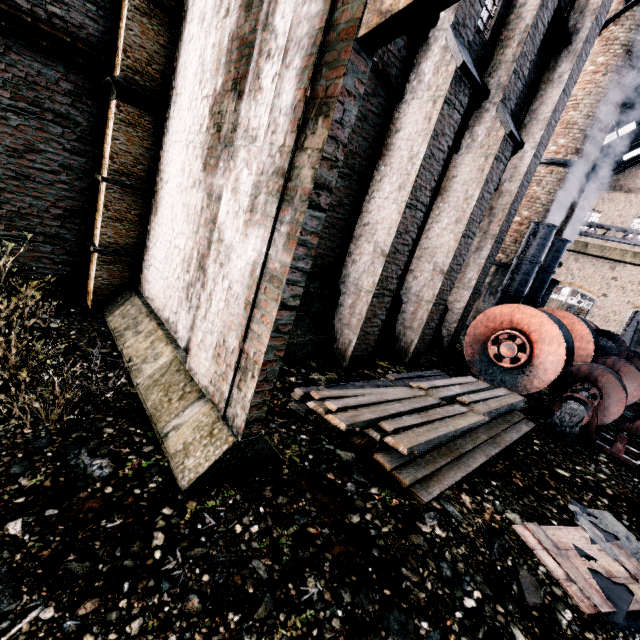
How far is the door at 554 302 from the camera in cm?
2884

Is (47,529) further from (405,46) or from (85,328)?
(405,46)

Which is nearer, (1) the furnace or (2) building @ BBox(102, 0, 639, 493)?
(2) building @ BBox(102, 0, 639, 493)

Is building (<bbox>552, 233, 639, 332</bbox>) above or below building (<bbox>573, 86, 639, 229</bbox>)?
below

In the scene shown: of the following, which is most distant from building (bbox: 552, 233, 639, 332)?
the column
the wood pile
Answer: the wood pile

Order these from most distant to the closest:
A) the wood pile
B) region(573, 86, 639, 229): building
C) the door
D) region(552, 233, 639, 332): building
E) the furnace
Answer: the door
region(552, 233, 639, 332): building
region(573, 86, 639, 229): building
the furnace
the wood pile

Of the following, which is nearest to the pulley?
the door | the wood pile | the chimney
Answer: the wood pile

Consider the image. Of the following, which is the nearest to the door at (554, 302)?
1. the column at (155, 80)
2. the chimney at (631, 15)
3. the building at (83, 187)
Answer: the building at (83, 187)
